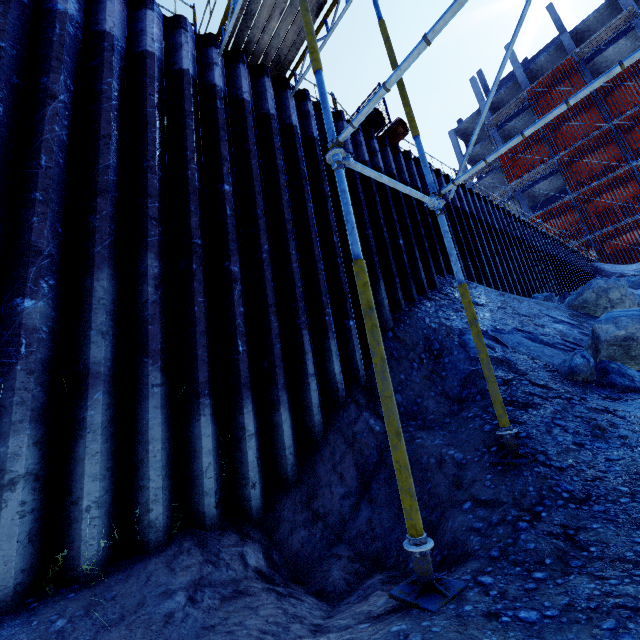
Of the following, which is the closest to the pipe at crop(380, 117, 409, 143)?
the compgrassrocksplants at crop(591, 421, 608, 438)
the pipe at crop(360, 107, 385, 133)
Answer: the pipe at crop(360, 107, 385, 133)

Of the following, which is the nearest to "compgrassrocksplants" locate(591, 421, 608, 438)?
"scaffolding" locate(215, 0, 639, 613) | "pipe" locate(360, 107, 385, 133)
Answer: "scaffolding" locate(215, 0, 639, 613)

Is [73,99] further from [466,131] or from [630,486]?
[466,131]

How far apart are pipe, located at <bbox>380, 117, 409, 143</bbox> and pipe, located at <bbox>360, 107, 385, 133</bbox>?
0.30m

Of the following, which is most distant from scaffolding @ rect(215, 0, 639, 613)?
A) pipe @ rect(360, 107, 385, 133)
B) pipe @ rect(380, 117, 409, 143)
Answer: pipe @ rect(360, 107, 385, 133)

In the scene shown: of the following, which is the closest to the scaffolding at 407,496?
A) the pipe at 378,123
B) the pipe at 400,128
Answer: the pipe at 400,128

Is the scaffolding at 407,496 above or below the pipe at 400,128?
below

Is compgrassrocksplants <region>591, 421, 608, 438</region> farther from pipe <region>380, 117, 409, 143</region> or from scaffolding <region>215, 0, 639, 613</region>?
pipe <region>380, 117, 409, 143</region>
